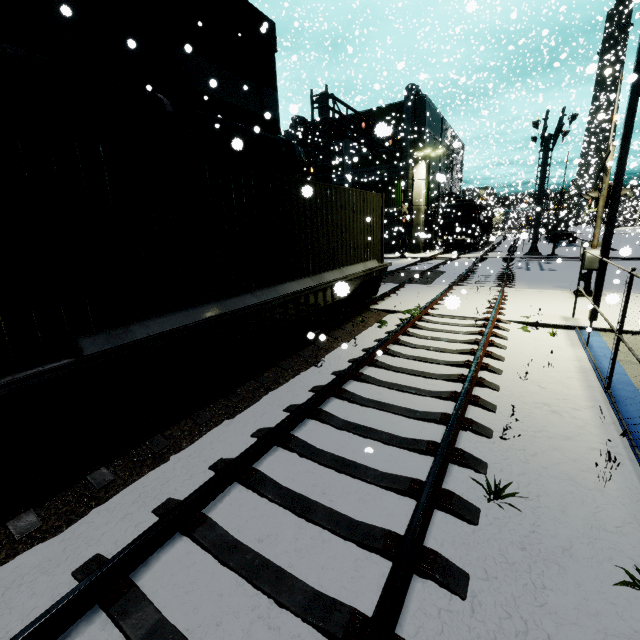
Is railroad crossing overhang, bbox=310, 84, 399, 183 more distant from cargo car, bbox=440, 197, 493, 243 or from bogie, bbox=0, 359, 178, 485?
bogie, bbox=0, 359, 178, 485

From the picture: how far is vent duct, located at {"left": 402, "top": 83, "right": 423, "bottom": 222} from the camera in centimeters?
3022cm

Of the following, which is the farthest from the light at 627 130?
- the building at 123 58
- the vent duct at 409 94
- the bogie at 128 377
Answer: the vent duct at 409 94

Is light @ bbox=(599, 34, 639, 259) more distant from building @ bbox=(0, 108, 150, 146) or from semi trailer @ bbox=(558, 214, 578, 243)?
semi trailer @ bbox=(558, 214, 578, 243)

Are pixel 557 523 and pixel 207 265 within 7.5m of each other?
yes

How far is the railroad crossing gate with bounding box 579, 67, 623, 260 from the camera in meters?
10.6

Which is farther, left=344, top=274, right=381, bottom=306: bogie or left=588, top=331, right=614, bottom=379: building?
left=344, top=274, right=381, bottom=306: bogie

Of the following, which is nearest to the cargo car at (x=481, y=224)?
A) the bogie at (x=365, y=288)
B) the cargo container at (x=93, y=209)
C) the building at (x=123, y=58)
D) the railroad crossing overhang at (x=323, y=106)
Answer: the cargo container at (x=93, y=209)
